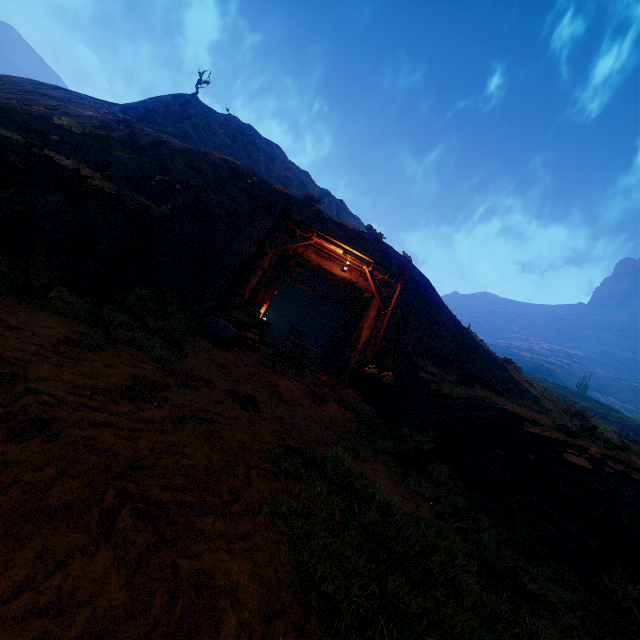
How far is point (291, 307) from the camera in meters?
27.6

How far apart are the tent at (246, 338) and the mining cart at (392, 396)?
2.46m

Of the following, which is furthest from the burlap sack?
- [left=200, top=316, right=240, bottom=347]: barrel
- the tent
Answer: [left=200, top=316, right=240, bottom=347]: barrel

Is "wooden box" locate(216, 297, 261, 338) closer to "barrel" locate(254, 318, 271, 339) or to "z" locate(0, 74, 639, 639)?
"z" locate(0, 74, 639, 639)

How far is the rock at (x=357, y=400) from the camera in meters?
8.2

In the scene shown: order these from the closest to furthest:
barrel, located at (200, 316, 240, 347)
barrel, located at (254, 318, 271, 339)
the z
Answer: the z, barrel, located at (200, 316, 240, 347), barrel, located at (254, 318, 271, 339)

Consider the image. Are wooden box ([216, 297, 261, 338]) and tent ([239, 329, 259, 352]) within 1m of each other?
yes

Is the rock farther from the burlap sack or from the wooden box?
the burlap sack
